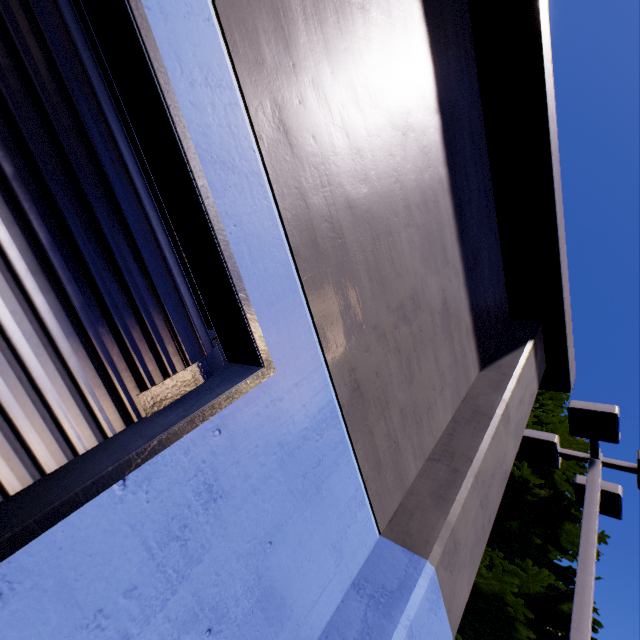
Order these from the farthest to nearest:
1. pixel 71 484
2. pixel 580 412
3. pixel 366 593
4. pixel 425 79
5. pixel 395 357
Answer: pixel 580 412
pixel 425 79
pixel 395 357
pixel 366 593
pixel 71 484

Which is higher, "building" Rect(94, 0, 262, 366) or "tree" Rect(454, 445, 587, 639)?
"tree" Rect(454, 445, 587, 639)

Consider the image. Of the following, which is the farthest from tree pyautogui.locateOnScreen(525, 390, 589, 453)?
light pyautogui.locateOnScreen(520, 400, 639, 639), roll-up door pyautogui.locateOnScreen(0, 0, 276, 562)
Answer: roll-up door pyautogui.locateOnScreen(0, 0, 276, 562)

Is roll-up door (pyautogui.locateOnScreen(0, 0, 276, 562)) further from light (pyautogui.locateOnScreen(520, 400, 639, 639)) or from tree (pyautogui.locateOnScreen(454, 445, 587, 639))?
light (pyautogui.locateOnScreen(520, 400, 639, 639))

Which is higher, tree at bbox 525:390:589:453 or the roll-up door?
tree at bbox 525:390:589:453

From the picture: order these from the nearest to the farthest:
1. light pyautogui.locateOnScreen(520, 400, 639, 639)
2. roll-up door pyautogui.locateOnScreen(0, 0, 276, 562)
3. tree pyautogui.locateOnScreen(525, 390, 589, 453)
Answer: roll-up door pyautogui.locateOnScreen(0, 0, 276, 562) < light pyautogui.locateOnScreen(520, 400, 639, 639) < tree pyautogui.locateOnScreen(525, 390, 589, 453)

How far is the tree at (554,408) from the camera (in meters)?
7.90

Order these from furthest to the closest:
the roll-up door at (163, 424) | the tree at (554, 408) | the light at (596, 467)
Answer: the tree at (554, 408) < the light at (596, 467) < the roll-up door at (163, 424)
